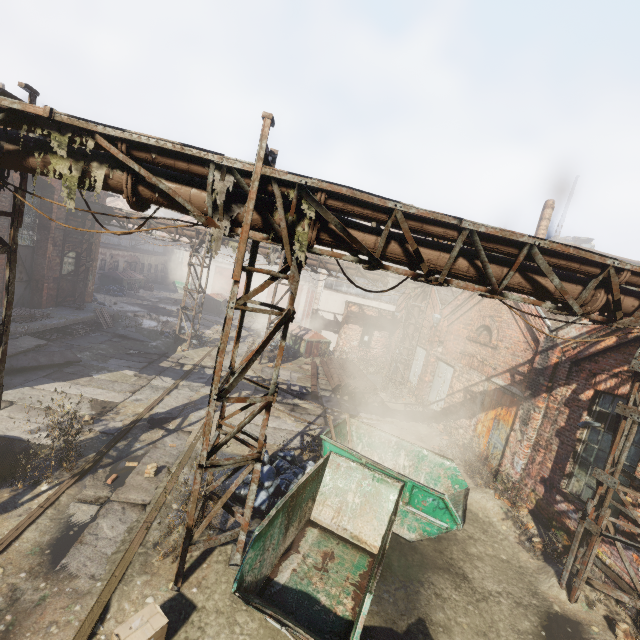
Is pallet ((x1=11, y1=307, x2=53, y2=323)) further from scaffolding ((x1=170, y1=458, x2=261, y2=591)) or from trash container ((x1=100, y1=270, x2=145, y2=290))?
trash container ((x1=100, y1=270, x2=145, y2=290))

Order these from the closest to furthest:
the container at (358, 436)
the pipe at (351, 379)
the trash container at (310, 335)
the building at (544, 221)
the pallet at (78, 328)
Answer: the container at (358, 436)
the pallet at (78, 328)
the pipe at (351, 379)
the building at (544, 221)
the trash container at (310, 335)

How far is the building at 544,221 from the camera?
19.36m

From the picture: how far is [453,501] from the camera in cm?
768

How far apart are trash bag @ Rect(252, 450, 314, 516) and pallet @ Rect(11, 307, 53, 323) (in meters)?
11.17

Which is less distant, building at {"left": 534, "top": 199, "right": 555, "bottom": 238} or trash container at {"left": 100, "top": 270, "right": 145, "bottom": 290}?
A: building at {"left": 534, "top": 199, "right": 555, "bottom": 238}

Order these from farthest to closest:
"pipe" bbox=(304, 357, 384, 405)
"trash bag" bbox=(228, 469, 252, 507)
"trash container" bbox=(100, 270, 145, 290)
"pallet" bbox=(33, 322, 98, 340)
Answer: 1. "trash container" bbox=(100, 270, 145, 290)
2. "pipe" bbox=(304, 357, 384, 405)
3. "pallet" bbox=(33, 322, 98, 340)
4. "trash bag" bbox=(228, 469, 252, 507)

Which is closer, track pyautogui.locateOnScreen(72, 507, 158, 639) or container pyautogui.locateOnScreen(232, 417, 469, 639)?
track pyautogui.locateOnScreen(72, 507, 158, 639)
